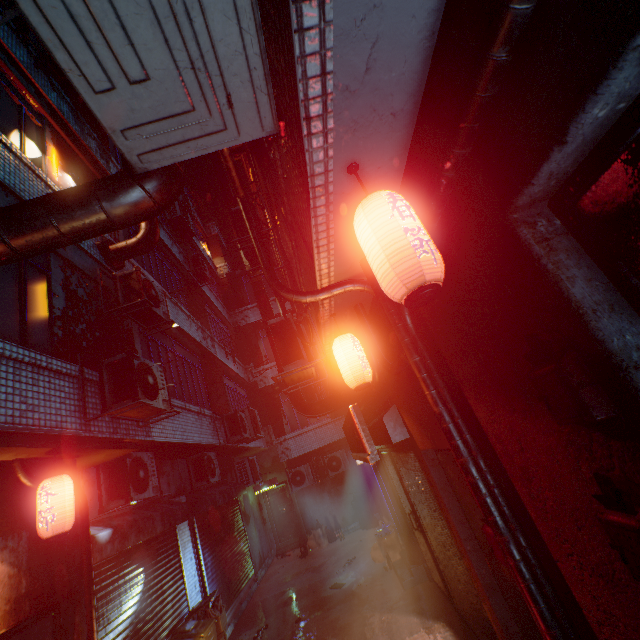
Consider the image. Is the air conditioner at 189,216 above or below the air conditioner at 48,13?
above

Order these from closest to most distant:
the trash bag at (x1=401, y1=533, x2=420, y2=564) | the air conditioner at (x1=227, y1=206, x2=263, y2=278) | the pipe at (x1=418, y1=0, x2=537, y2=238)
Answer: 1. the pipe at (x1=418, y1=0, x2=537, y2=238)
2. the air conditioner at (x1=227, y1=206, x2=263, y2=278)
3. the trash bag at (x1=401, y1=533, x2=420, y2=564)

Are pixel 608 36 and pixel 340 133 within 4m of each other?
yes

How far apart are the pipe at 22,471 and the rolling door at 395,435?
3.3m

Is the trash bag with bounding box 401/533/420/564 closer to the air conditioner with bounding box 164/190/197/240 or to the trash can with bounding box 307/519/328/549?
the trash can with bounding box 307/519/328/549

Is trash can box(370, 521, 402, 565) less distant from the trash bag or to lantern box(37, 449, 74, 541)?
the trash bag

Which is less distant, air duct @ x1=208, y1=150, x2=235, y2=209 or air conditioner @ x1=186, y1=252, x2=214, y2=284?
air duct @ x1=208, y1=150, x2=235, y2=209

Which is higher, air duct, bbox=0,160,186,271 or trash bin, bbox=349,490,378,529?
air duct, bbox=0,160,186,271
